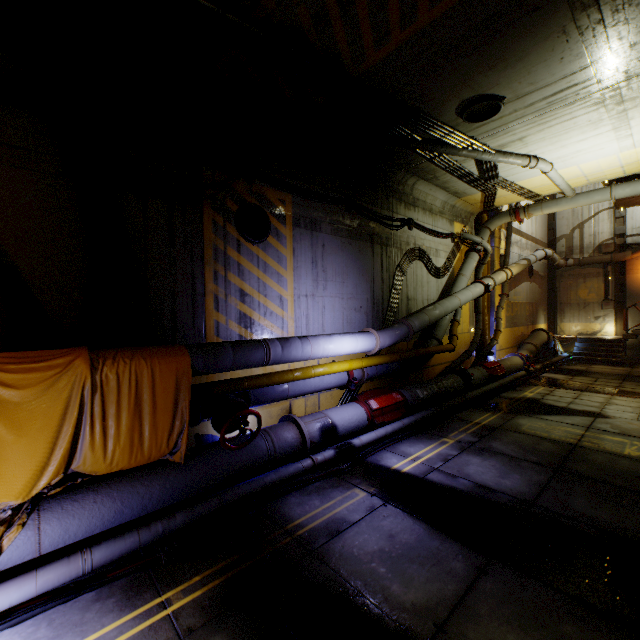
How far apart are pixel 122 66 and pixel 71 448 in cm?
570

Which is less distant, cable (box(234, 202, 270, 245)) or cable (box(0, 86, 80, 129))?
cable (box(0, 86, 80, 129))

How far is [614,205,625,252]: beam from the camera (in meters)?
18.95

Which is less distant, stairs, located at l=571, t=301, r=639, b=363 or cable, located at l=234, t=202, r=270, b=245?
cable, located at l=234, t=202, r=270, b=245

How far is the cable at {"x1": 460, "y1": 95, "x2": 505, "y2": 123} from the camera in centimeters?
643cm

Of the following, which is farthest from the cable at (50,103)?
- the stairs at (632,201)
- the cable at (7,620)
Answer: the stairs at (632,201)

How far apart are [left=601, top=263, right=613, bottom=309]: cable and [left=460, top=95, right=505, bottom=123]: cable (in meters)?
18.71

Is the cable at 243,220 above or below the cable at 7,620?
above
